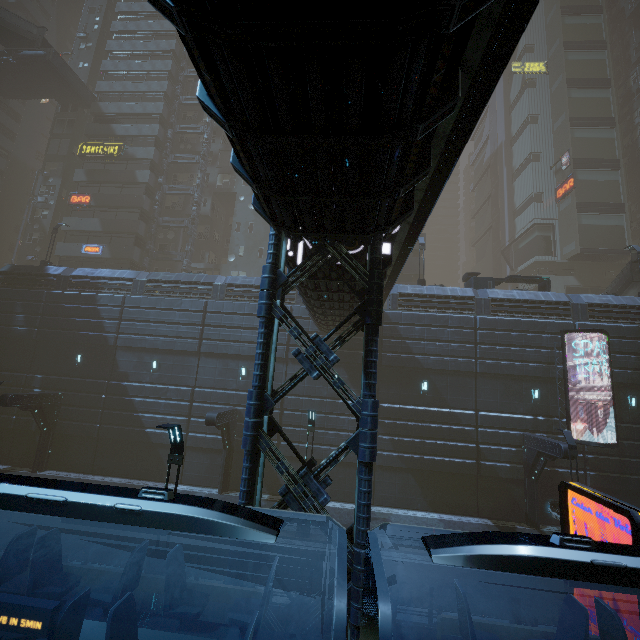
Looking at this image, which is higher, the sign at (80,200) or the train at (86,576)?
the sign at (80,200)

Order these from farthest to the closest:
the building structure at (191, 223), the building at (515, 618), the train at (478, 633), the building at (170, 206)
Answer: the building at (170, 206)
the building structure at (191, 223)
the building at (515, 618)
the train at (478, 633)

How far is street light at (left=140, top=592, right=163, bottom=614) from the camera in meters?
7.7

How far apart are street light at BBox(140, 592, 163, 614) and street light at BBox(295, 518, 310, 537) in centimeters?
713cm

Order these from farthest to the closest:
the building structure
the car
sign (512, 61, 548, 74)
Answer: sign (512, 61, 548, 74) < the building structure < the car

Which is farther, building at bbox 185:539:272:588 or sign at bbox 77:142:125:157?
sign at bbox 77:142:125:157

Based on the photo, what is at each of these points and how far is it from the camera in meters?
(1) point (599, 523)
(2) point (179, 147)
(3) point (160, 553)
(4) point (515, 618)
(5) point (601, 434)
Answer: (1) car, 15.8 m
(2) building, 39.7 m
(3) street light, 8.0 m
(4) building, 9.3 m
(5) building, 18.7 m

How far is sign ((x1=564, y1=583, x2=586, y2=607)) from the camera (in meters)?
8.08
